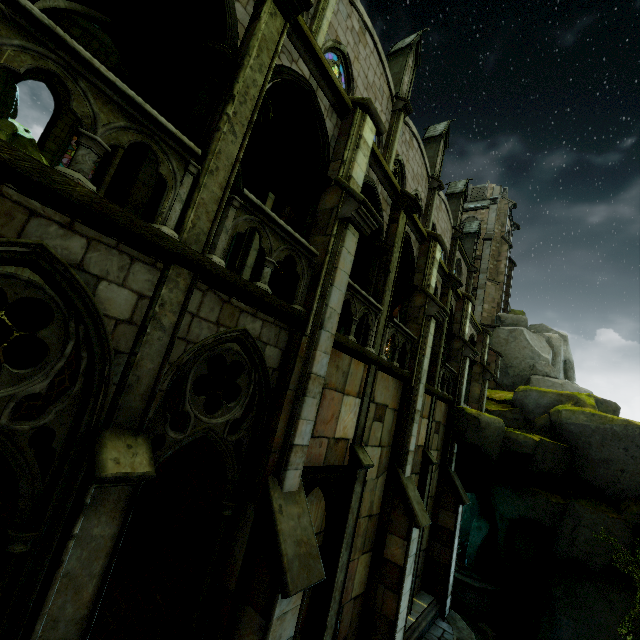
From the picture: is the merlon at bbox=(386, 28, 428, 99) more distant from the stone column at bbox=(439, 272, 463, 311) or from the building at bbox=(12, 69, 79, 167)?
the stone column at bbox=(439, 272, 463, 311)

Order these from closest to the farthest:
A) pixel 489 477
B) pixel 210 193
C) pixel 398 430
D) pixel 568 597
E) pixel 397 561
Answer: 1. pixel 210 193
2. pixel 397 561
3. pixel 398 430
4. pixel 568 597
5. pixel 489 477

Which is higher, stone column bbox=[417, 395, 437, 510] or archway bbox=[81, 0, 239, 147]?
archway bbox=[81, 0, 239, 147]

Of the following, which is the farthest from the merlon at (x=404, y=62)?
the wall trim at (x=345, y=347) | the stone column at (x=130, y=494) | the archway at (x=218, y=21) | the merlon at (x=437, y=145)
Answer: the stone column at (x=130, y=494)

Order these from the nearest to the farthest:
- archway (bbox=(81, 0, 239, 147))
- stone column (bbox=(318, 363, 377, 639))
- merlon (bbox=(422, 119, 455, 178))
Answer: archway (bbox=(81, 0, 239, 147)) < stone column (bbox=(318, 363, 377, 639)) < merlon (bbox=(422, 119, 455, 178))

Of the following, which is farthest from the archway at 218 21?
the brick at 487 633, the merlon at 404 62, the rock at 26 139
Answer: the rock at 26 139

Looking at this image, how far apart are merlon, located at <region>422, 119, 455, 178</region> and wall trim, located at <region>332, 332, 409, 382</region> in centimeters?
1493cm

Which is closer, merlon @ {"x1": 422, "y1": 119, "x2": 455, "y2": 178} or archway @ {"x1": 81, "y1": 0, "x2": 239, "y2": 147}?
archway @ {"x1": 81, "y1": 0, "x2": 239, "y2": 147}
